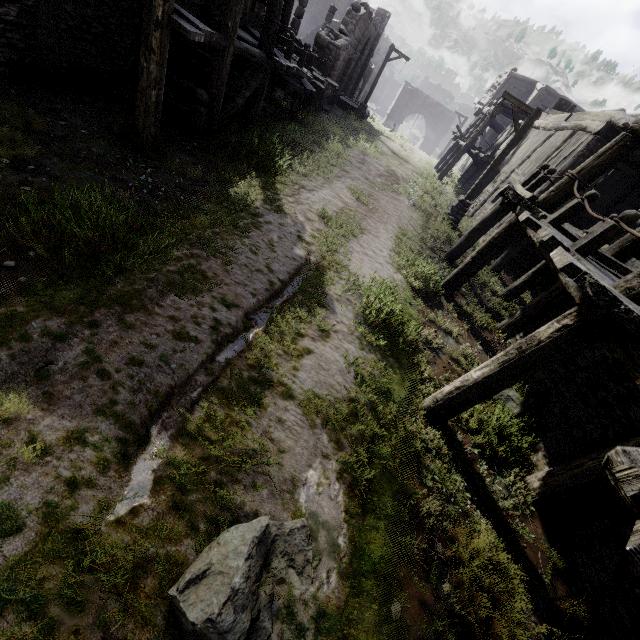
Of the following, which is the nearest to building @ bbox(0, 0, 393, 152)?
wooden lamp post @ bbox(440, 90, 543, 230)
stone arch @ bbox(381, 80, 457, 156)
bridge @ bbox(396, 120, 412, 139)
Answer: stone arch @ bbox(381, 80, 457, 156)

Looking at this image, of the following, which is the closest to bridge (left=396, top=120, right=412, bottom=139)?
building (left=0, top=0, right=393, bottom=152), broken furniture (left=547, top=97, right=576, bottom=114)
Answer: building (left=0, top=0, right=393, bottom=152)

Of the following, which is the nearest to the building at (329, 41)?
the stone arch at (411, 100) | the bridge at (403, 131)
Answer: the stone arch at (411, 100)

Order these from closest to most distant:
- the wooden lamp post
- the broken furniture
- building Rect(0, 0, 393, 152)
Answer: building Rect(0, 0, 393, 152)
the wooden lamp post
the broken furniture

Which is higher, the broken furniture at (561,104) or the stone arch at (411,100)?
the broken furniture at (561,104)

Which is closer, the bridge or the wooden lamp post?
the wooden lamp post

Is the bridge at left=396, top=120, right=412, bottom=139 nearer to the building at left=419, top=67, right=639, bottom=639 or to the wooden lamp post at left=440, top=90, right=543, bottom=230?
the building at left=419, top=67, right=639, bottom=639

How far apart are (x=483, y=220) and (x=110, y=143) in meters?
9.7 m
